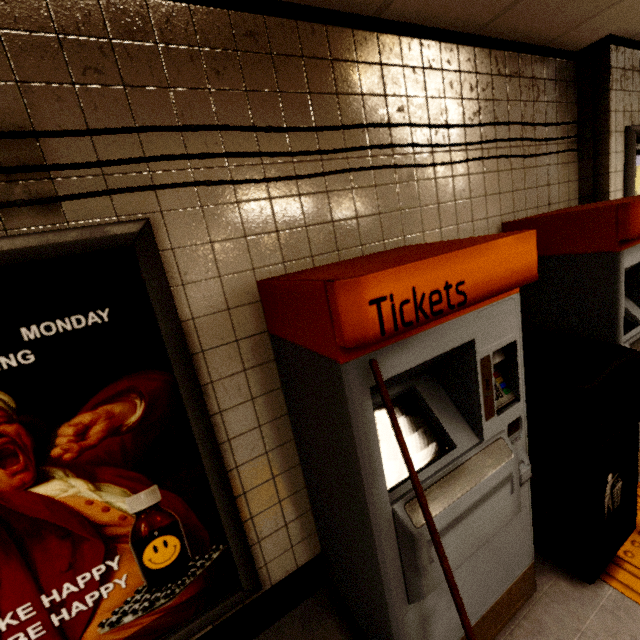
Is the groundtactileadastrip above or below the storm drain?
below

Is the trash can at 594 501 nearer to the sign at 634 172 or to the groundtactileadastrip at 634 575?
the groundtactileadastrip at 634 575

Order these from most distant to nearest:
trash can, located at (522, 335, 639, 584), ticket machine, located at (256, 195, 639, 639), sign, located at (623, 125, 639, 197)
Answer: sign, located at (623, 125, 639, 197) < trash can, located at (522, 335, 639, 584) < ticket machine, located at (256, 195, 639, 639)

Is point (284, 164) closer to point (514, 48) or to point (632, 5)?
point (514, 48)

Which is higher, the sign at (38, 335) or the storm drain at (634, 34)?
the storm drain at (634, 34)

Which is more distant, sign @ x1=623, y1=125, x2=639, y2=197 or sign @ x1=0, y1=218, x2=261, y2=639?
sign @ x1=623, y1=125, x2=639, y2=197

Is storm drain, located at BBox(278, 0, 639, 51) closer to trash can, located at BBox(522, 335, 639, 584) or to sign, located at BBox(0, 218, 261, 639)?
sign, located at BBox(0, 218, 261, 639)

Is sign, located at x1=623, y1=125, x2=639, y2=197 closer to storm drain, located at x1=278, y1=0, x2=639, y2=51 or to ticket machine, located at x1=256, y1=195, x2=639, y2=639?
storm drain, located at x1=278, y1=0, x2=639, y2=51
